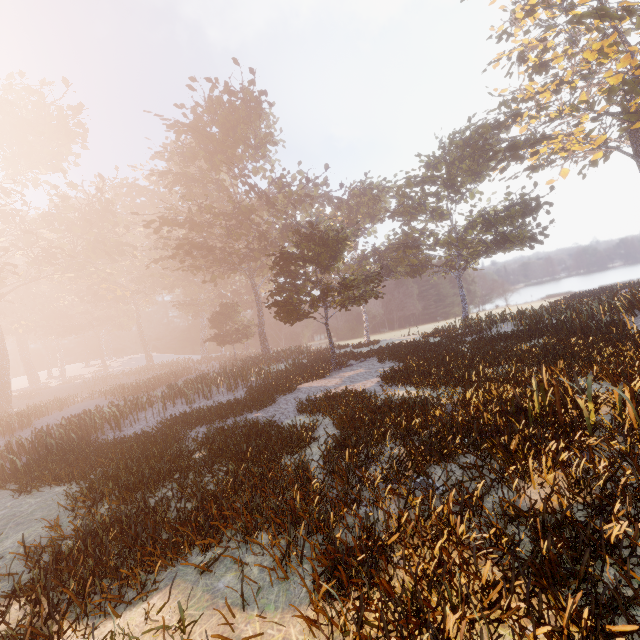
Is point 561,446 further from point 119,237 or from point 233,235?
point 119,237
